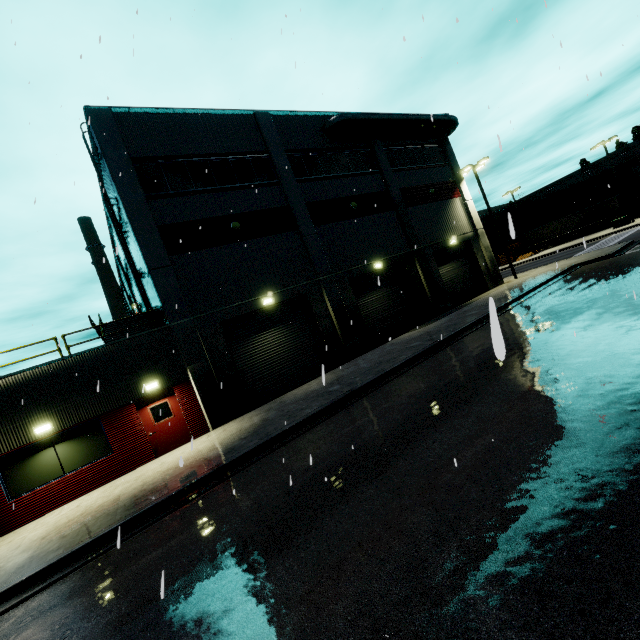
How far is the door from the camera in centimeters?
1295cm

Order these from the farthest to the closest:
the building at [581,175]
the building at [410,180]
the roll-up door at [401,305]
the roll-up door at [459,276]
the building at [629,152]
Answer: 1. the building at [581,175]
2. the building at [629,152]
3. the roll-up door at [459,276]
4. the roll-up door at [401,305]
5. the building at [410,180]

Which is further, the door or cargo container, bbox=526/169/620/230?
cargo container, bbox=526/169/620/230

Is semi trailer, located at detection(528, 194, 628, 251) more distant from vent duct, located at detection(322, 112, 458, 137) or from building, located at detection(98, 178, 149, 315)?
vent duct, located at detection(322, 112, 458, 137)

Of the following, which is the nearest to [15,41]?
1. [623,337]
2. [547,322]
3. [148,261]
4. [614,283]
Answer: [148,261]

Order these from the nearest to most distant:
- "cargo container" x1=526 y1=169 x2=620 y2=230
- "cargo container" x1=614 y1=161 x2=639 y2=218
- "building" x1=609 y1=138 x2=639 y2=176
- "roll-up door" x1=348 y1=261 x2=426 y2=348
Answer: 1. "roll-up door" x1=348 y1=261 x2=426 y2=348
2. "cargo container" x1=614 y1=161 x2=639 y2=218
3. "cargo container" x1=526 y1=169 x2=620 y2=230
4. "building" x1=609 y1=138 x2=639 y2=176

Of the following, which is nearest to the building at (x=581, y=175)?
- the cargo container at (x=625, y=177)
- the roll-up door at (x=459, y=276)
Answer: the roll-up door at (x=459, y=276)

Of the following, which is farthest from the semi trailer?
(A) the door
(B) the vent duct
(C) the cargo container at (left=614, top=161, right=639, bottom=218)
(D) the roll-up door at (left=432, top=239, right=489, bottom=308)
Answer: (A) the door
